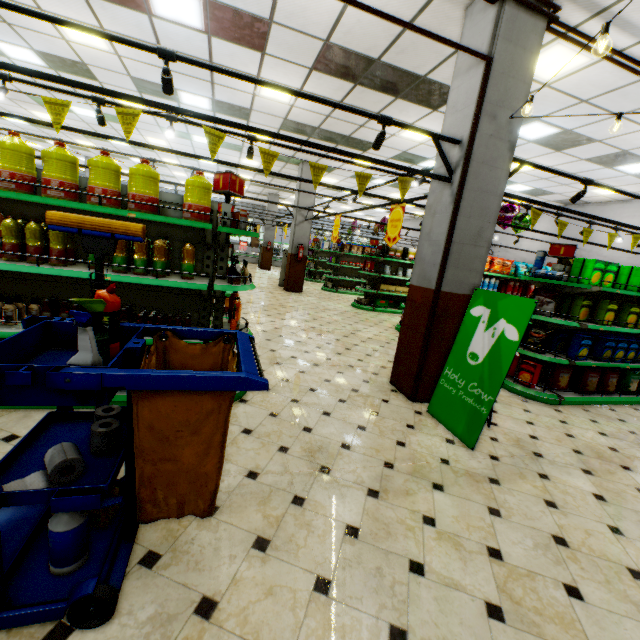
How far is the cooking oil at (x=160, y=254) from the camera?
3.1 meters

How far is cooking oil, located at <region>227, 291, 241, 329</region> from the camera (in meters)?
3.64

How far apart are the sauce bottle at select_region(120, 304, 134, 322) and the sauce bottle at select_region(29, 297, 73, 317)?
0.1m

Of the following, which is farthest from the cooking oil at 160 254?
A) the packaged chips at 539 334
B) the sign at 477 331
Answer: the packaged chips at 539 334

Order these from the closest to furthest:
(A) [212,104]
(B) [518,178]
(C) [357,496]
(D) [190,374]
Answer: (D) [190,374] → (C) [357,496] → (A) [212,104] → (B) [518,178]

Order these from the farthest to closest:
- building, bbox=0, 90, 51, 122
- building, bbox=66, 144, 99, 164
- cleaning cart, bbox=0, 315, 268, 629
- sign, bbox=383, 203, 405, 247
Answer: building, bbox=66, 144, 99, 164 → building, bbox=0, 90, 51, 122 → sign, bbox=383, 203, 405, 247 → cleaning cart, bbox=0, 315, 268, 629

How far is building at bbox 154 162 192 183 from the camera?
17.1 meters

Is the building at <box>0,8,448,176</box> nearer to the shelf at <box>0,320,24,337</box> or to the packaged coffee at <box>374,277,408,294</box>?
the shelf at <box>0,320,24,337</box>
